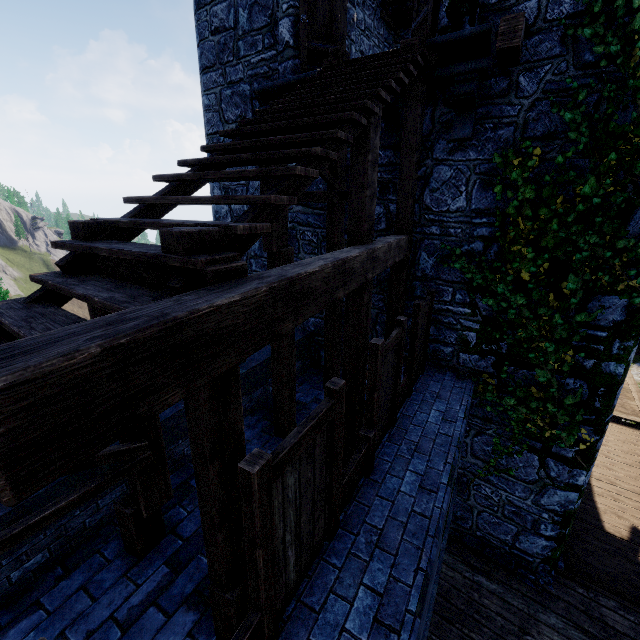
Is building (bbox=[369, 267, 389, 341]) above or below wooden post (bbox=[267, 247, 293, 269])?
below

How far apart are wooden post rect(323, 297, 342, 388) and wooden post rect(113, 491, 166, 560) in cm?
426

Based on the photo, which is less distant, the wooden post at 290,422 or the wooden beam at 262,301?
the wooden beam at 262,301

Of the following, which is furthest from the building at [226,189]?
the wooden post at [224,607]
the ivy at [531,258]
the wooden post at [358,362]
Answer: the wooden post at [224,607]

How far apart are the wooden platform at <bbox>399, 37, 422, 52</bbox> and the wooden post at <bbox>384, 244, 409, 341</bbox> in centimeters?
280cm

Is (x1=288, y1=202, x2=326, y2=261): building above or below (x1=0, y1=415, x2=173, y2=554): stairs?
above

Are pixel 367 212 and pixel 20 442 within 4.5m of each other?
yes

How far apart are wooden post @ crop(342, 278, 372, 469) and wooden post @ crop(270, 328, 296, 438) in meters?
1.1
